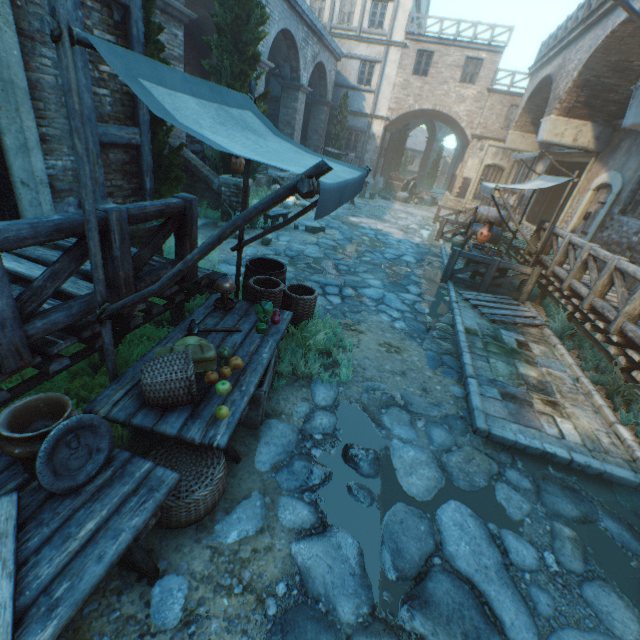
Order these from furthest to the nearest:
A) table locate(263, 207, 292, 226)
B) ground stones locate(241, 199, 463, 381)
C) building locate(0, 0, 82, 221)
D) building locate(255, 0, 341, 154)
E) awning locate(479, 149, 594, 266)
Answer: building locate(255, 0, 341, 154), table locate(263, 207, 292, 226), awning locate(479, 149, 594, 266), ground stones locate(241, 199, 463, 381), building locate(0, 0, 82, 221)

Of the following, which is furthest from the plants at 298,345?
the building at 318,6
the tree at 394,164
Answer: the tree at 394,164

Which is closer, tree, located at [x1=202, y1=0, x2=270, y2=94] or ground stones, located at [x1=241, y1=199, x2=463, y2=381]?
ground stones, located at [x1=241, y1=199, x2=463, y2=381]

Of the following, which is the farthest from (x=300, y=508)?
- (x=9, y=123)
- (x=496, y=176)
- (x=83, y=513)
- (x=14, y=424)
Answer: (x=496, y=176)

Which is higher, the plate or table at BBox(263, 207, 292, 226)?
the plate

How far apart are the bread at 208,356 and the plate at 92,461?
0.7m

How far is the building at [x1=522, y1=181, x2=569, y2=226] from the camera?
15.36m

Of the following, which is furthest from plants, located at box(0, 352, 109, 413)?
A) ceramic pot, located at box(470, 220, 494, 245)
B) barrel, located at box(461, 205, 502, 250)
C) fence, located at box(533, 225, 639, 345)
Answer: barrel, located at box(461, 205, 502, 250)
